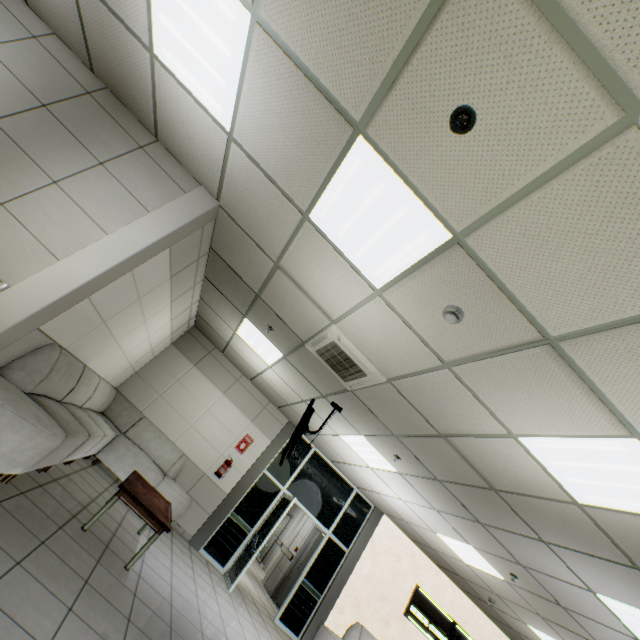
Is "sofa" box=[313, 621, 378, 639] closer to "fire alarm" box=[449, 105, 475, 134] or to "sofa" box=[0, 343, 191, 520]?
"sofa" box=[0, 343, 191, 520]

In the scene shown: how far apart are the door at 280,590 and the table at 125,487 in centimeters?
538cm

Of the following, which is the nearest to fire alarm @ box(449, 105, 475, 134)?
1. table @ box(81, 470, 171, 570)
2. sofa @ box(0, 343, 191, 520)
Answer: sofa @ box(0, 343, 191, 520)

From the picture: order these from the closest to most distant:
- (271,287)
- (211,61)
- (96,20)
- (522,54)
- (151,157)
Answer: (522,54) < (211,61) < (96,20) < (151,157) < (271,287)

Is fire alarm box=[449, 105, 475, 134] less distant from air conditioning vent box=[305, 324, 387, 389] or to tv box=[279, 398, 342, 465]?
air conditioning vent box=[305, 324, 387, 389]

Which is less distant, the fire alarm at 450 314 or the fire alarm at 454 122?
the fire alarm at 454 122

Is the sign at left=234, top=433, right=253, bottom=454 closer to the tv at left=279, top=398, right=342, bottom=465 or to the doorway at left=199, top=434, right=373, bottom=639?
the doorway at left=199, top=434, right=373, bottom=639

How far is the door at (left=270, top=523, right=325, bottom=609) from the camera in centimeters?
912cm
